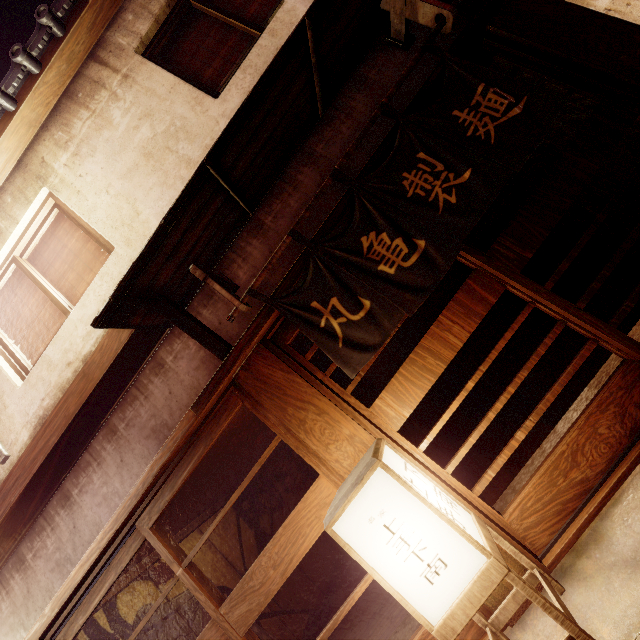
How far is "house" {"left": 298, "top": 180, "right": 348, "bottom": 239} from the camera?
5.97m

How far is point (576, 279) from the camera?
11.11m

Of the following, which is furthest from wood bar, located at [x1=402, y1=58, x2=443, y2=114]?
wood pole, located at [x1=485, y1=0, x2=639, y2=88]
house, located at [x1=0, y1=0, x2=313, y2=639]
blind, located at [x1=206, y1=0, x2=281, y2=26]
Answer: blind, located at [x1=206, y1=0, x2=281, y2=26]

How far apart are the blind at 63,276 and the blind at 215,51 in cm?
433

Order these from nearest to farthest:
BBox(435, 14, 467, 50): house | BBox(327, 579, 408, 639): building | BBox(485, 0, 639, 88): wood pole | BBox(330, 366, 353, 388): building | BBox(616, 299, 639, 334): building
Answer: BBox(485, 0, 639, 88): wood pole < BBox(435, 14, 467, 50): house < BBox(616, 299, 639, 334): building < BBox(327, 579, 408, 639): building < BBox(330, 366, 353, 388): building

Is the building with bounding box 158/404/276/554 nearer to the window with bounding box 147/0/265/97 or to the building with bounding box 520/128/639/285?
the building with bounding box 520/128/639/285

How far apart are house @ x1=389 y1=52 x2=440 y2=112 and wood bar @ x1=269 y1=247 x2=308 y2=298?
0.2 meters

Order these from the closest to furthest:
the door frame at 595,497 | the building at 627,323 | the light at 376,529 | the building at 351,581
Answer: the light at 376,529 < the door frame at 595,497 < the building at 627,323 < the building at 351,581
